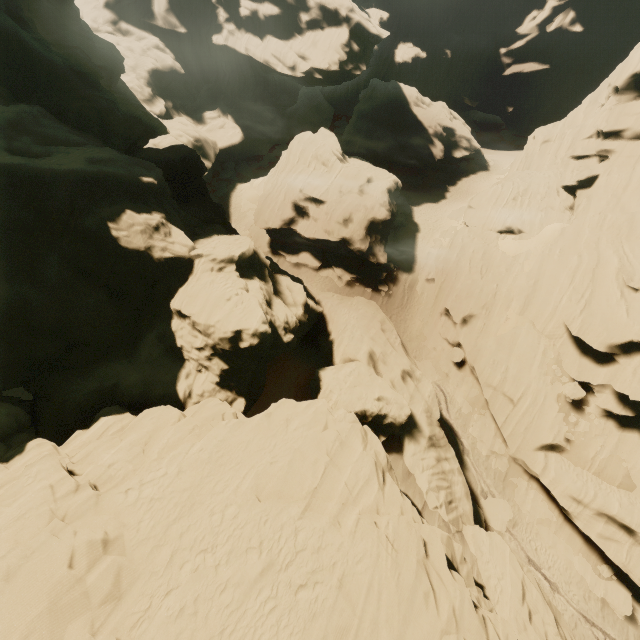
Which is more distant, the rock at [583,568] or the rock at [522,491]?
the rock at [522,491]

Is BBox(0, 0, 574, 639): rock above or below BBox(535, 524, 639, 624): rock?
above

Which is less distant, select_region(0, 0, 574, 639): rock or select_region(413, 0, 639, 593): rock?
select_region(0, 0, 574, 639): rock

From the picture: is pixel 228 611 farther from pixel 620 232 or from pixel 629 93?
pixel 629 93

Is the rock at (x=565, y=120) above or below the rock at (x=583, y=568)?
above

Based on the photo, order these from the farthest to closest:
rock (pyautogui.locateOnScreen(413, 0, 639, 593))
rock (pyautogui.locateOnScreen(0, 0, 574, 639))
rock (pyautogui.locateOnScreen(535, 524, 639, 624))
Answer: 1. rock (pyautogui.locateOnScreen(413, 0, 639, 593))
2. rock (pyautogui.locateOnScreen(535, 524, 639, 624))
3. rock (pyautogui.locateOnScreen(0, 0, 574, 639))

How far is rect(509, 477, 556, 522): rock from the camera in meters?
24.3
